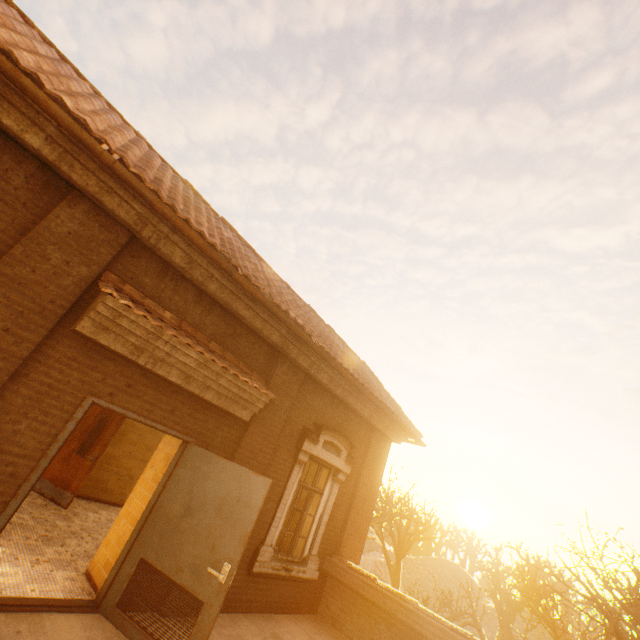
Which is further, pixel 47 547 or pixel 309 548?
pixel 309 548

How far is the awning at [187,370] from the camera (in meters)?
3.87

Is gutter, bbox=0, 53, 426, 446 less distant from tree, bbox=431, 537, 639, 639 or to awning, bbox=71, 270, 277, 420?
awning, bbox=71, 270, 277, 420

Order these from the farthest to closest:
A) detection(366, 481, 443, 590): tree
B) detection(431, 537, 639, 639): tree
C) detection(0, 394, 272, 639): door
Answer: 1. detection(366, 481, 443, 590): tree
2. detection(431, 537, 639, 639): tree
3. detection(0, 394, 272, 639): door

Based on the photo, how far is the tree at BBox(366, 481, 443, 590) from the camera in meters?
17.9 m

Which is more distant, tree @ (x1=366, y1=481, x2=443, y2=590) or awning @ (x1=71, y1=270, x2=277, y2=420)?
tree @ (x1=366, y1=481, x2=443, y2=590)

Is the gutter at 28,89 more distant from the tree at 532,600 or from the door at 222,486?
the tree at 532,600
